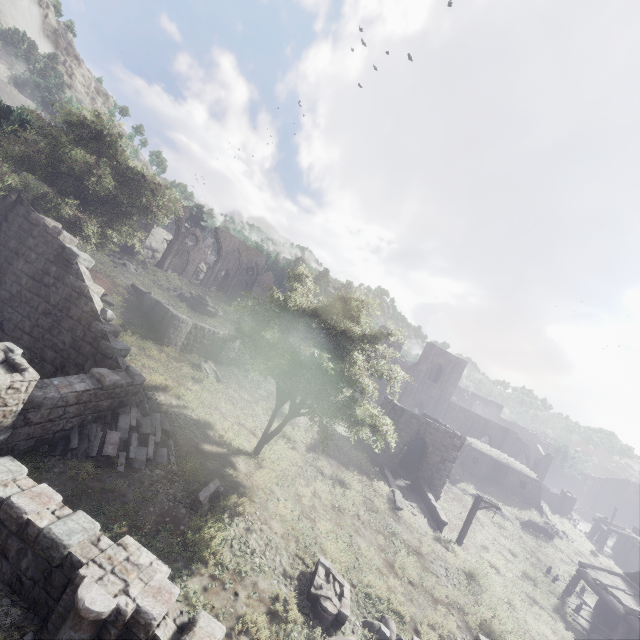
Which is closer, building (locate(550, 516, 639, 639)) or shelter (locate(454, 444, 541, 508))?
building (locate(550, 516, 639, 639))

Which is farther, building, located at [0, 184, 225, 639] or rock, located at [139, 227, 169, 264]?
rock, located at [139, 227, 169, 264]

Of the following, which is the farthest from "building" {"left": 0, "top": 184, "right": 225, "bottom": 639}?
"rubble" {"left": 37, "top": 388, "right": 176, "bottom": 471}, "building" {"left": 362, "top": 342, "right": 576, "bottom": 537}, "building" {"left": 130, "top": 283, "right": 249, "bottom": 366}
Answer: "building" {"left": 362, "top": 342, "right": 576, "bottom": 537}

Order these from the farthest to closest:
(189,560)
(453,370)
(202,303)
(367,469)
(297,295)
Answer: (453,370), (202,303), (367,469), (297,295), (189,560)

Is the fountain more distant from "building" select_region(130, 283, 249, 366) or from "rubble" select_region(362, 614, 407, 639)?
"rubble" select_region(362, 614, 407, 639)

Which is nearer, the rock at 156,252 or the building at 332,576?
the building at 332,576

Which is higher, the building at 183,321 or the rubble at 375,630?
the building at 183,321

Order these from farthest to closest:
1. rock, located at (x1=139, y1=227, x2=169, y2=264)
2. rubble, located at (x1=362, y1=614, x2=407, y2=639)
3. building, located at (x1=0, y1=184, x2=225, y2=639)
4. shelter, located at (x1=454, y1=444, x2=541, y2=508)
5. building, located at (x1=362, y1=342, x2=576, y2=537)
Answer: rock, located at (x1=139, y1=227, x2=169, y2=264)
shelter, located at (x1=454, y1=444, x2=541, y2=508)
building, located at (x1=362, y1=342, x2=576, y2=537)
rubble, located at (x1=362, y1=614, x2=407, y2=639)
building, located at (x1=0, y1=184, x2=225, y2=639)
